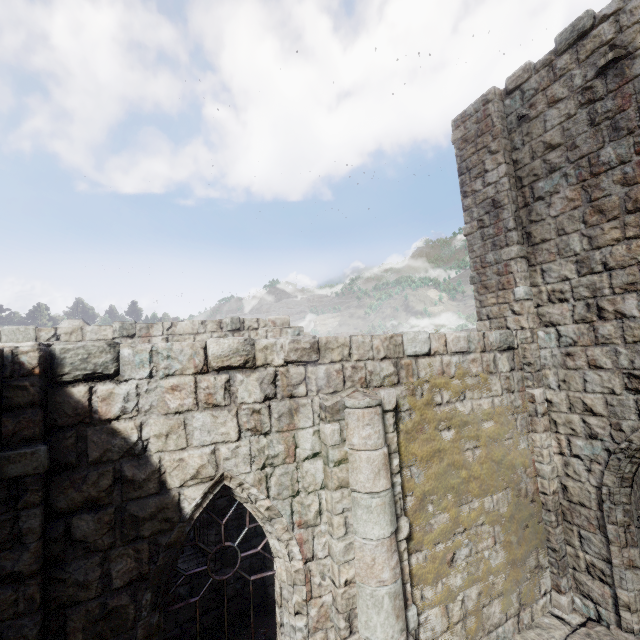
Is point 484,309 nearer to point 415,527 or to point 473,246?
point 473,246
